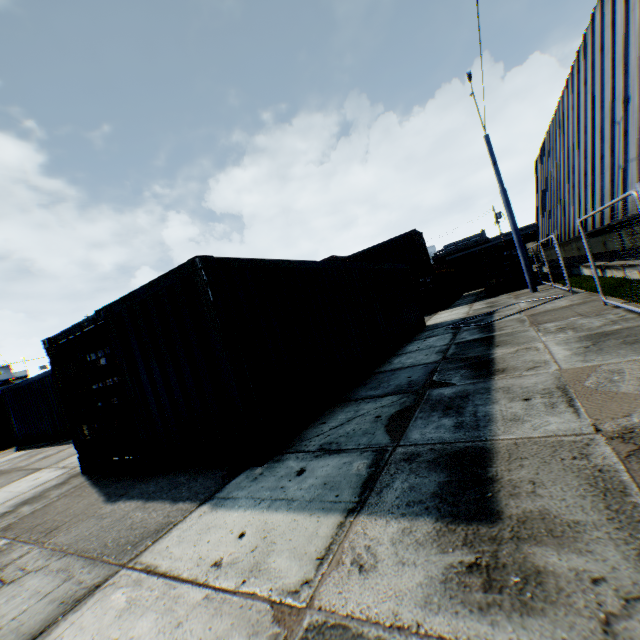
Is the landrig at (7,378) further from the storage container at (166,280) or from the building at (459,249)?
the building at (459,249)

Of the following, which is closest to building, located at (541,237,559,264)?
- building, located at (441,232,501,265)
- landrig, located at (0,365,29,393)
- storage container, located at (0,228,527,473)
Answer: storage container, located at (0,228,527,473)

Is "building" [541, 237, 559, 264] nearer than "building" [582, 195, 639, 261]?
No

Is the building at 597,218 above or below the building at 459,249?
below

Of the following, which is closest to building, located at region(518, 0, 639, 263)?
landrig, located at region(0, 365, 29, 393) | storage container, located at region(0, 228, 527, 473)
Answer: storage container, located at region(0, 228, 527, 473)

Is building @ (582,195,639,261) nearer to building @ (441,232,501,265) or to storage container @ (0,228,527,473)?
storage container @ (0,228,527,473)

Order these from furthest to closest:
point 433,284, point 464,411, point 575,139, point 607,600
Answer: point 433,284 → point 575,139 → point 464,411 → point 607,600
